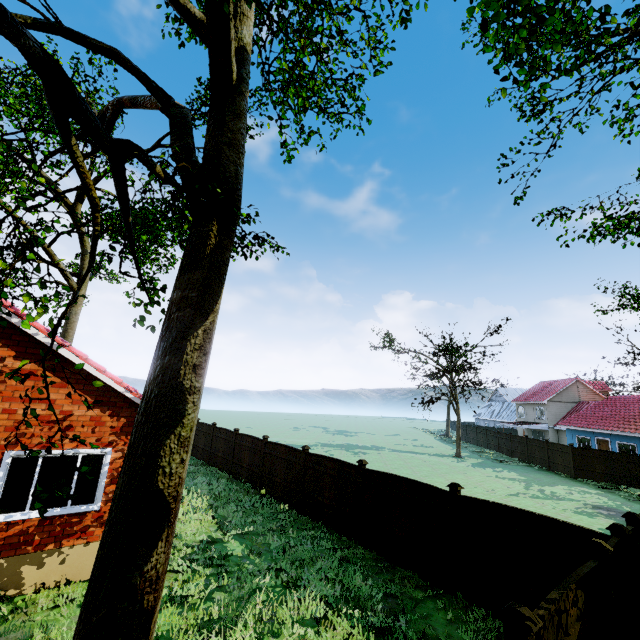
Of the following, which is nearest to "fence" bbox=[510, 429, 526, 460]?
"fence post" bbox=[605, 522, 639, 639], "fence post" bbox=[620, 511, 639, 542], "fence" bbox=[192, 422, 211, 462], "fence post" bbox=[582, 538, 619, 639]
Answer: "fence" bbox=[192, 422, 211, 462]

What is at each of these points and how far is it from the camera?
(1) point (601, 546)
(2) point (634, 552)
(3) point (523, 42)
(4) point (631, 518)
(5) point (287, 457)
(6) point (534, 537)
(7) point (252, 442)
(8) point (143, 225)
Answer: (1) fence post, 4.98m
(2) fence, 5.74m
(3) tree, 6.89m
(4) fence post, 6.73m
(5) fence, 14.10m
(6) fence, 6.86m
(7) fence, 16.72m
(8) tree, 5.52m

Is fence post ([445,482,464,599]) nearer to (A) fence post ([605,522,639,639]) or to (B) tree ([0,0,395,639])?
(A) fence post ([605,522,639,639])

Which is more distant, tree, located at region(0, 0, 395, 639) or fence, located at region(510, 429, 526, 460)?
fence, located at region(510, 429, 526, 460)

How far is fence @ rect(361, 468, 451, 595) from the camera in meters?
8.3 m

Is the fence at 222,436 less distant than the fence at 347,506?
No

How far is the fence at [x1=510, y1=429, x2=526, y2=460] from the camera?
31.6m
